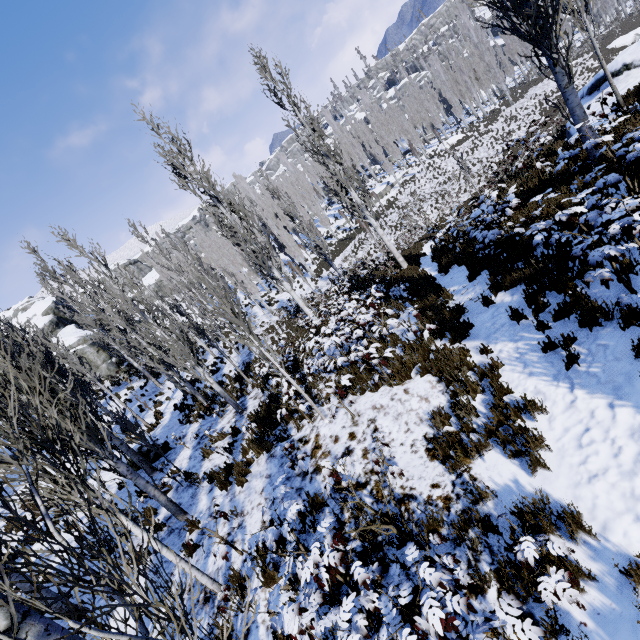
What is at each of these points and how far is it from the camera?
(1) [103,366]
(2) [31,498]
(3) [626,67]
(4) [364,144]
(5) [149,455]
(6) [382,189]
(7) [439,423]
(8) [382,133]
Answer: (1) rock, 29.4 meters
(2) instancedfoliageactor, 3.7 meters
(3) rock, 12.6 meters
(4) instancedfoliageactor, 55.4 meters
(5) rock, 11.7 meters
(6) rock, 46.9 meters
(7) instancedfoliageactor, 5.4 meters
(8) instancedfoliageactor, 47.3 meters

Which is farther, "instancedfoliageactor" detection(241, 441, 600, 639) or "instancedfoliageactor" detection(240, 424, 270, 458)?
"instancedfoliageactor" detection(240, 424, 270, 458)

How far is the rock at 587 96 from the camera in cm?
1218

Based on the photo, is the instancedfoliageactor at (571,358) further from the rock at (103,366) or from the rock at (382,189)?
the rock at (103,366)

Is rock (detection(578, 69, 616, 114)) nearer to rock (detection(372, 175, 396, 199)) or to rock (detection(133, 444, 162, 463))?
rock (detection(133, 444, 162, 463))

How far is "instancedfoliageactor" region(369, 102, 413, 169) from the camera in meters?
47.7

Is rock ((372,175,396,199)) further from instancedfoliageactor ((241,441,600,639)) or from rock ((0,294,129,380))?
rock ((0,294,129,380))

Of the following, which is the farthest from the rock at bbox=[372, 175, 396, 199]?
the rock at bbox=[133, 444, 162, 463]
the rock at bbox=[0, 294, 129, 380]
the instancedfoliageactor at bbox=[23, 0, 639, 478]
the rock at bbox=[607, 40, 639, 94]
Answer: the rock at bbox=[133, 444, 162, 463]
